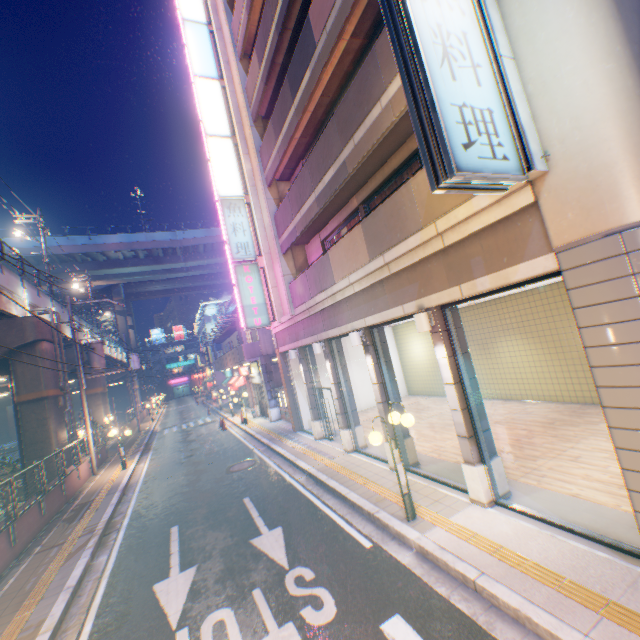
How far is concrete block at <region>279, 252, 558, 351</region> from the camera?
4.9 meters

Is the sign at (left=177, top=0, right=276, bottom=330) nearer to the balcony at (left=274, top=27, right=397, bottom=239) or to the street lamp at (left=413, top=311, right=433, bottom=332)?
the balcony at (left=274, top=27, right=397, bottom=239)

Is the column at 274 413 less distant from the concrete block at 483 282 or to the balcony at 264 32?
the concrete block at 483 282

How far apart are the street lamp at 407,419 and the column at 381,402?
2.0 meters

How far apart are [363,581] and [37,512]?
11.62m

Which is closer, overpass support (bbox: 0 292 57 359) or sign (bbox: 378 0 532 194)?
sign (bbox: 378 0 532 194)

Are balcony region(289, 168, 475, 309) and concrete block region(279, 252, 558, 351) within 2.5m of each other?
yes

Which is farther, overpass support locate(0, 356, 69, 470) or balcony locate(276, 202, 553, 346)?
overpass support locate(0, 356, 69, 470)
